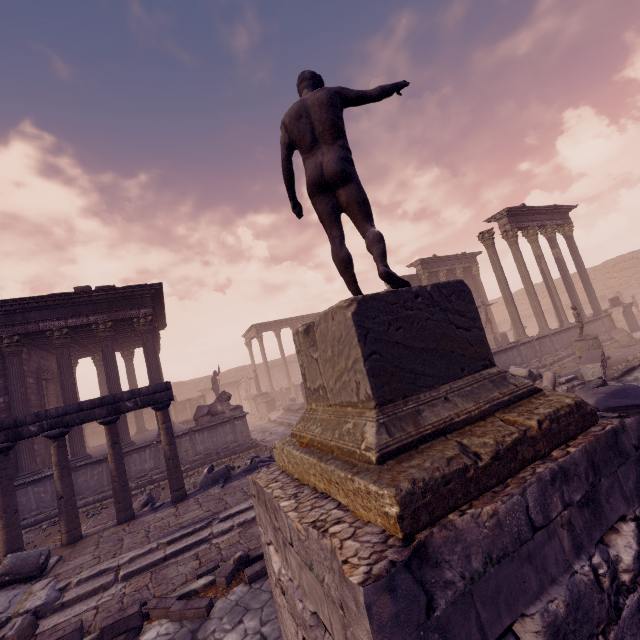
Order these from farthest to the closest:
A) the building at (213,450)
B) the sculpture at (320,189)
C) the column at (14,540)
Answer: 1. the building at (213,450)
2. the column at (14,540)
3. the sculpture at (320,189)

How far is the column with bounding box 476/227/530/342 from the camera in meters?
15.0

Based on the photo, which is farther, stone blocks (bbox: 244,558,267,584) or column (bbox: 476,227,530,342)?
column (bbox: 476,227,530,342)

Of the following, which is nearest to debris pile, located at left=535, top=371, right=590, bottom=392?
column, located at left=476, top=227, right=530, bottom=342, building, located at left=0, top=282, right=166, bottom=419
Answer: column, located at left=476, top=227, right=530, bottom=342

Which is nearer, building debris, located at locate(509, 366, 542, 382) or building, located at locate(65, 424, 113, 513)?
building, located at locate(65, 424, 113, 513)

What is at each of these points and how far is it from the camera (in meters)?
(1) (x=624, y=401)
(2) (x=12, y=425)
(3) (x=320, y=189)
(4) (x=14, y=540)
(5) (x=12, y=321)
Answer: (1) column piece, 4.66
(2) entablature, 7.24
(3) sculpture, 3.29
(4) column, 6.88
(5) building, 11.52

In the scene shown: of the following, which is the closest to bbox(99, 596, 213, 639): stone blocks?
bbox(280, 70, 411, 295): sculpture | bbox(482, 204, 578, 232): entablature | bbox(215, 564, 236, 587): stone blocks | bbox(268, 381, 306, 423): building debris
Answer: bbox(215, 564, 236, 587): stone blocks

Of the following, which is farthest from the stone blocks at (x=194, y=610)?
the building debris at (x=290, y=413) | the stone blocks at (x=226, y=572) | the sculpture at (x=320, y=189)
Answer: the building debris at (x=290, y=413)
